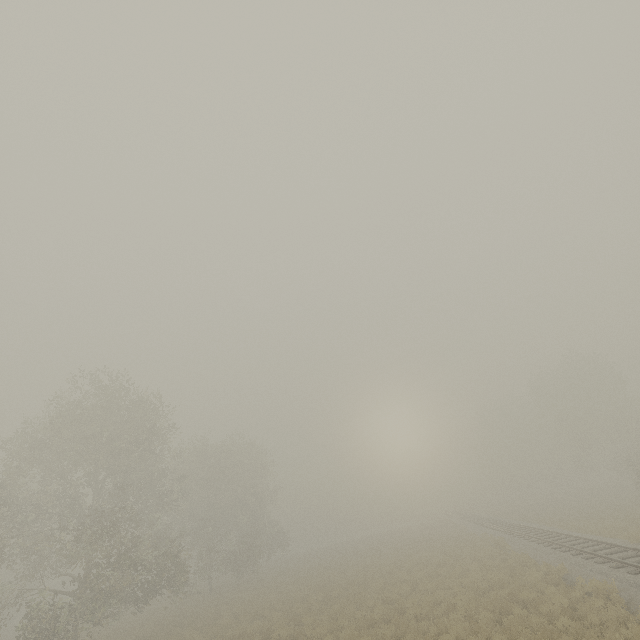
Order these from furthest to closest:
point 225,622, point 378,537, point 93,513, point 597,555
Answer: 1. point 378,537
2. point 93,513
3. point 225,622
4. point 597,555
